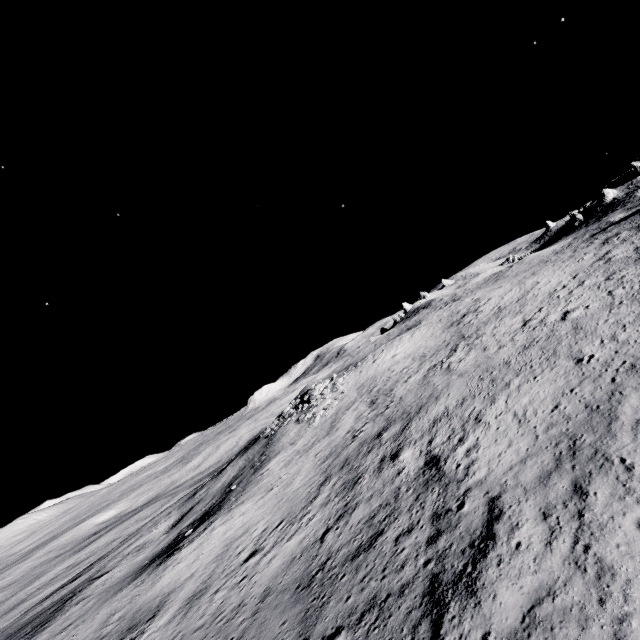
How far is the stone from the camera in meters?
36.1 m

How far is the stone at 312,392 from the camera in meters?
36.1

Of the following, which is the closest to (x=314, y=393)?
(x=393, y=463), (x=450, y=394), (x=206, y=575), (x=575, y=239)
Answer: (x=450, y=394)
